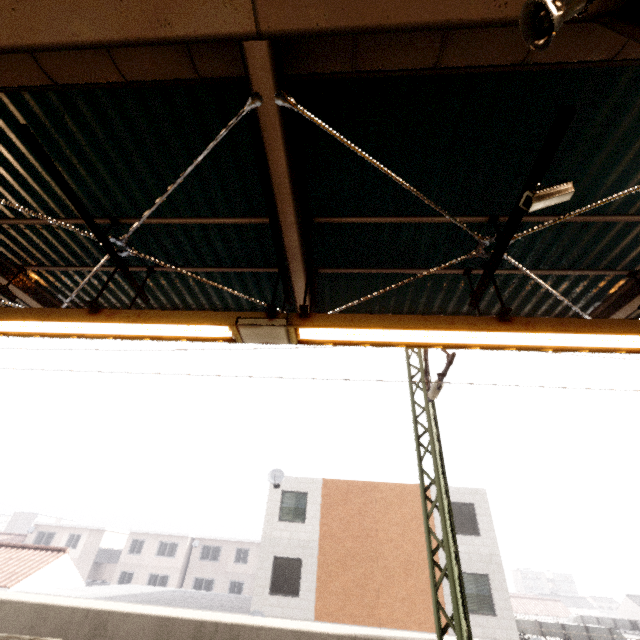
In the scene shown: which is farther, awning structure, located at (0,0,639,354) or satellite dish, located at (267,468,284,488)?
satellite dish, located at (267,468,284,488)

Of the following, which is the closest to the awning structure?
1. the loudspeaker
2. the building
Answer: the loudspeaker

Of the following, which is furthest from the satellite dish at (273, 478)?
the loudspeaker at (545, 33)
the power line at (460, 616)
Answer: the loudspeaker at (545, 33)

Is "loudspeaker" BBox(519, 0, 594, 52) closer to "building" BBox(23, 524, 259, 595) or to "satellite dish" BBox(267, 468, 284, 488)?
"satellite dish" BBox(267, 468, 284, 488)

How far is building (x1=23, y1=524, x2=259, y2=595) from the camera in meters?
35.7

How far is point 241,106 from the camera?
3.1m

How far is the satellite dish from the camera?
17.71m

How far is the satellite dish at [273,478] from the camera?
17.71m
